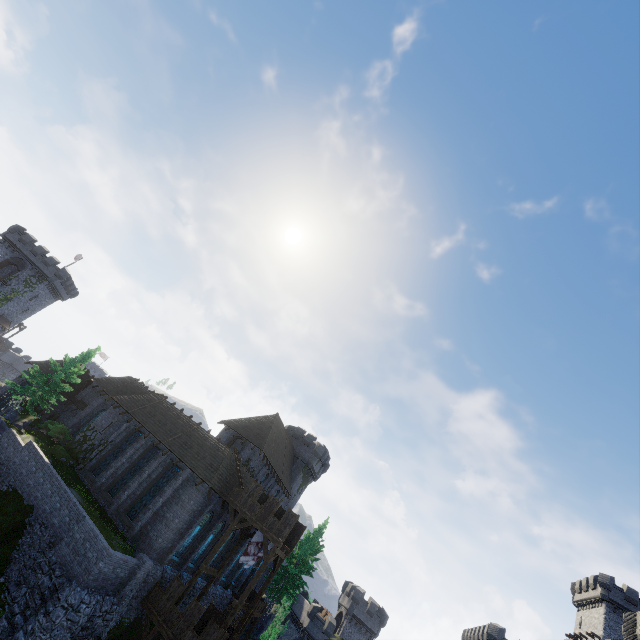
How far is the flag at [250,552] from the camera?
25.5m

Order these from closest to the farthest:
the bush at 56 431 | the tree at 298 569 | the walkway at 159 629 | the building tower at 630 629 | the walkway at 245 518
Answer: the building tower at 630 629
the walkway at 159 629
the walkway at 245 518
the bush at 56 431
the tree at 298 569

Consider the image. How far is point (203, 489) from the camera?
25.8 meters

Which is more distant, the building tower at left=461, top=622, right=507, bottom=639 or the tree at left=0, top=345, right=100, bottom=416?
the building tower at left=461, top=622, right=507, bottom=639

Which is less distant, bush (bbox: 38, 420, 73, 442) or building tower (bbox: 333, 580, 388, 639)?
bush (bbox: 38, 420, 73, 442)

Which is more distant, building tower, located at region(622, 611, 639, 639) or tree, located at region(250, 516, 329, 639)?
tree, located at region(250, 516, 329, 639)

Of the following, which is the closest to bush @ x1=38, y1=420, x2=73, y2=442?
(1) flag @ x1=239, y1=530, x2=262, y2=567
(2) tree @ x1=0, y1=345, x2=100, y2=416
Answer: (2) tree @ x1=0, y1=345, x2=100, y2=416

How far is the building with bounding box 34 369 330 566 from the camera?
25.0m
